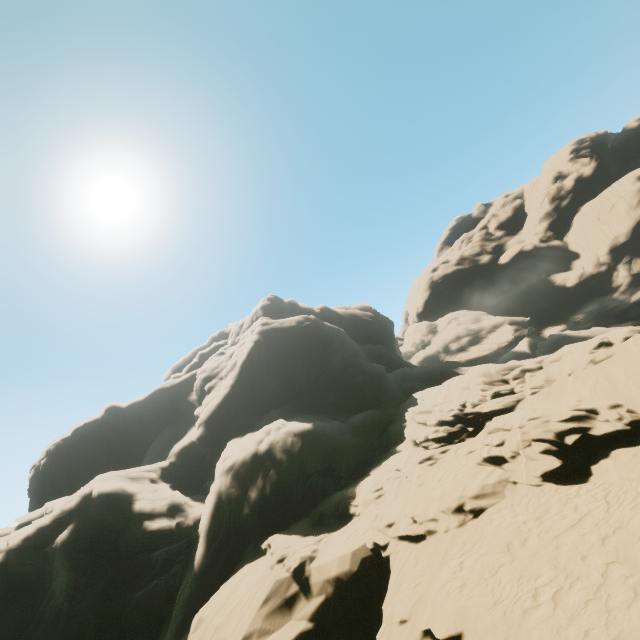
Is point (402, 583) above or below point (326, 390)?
below
